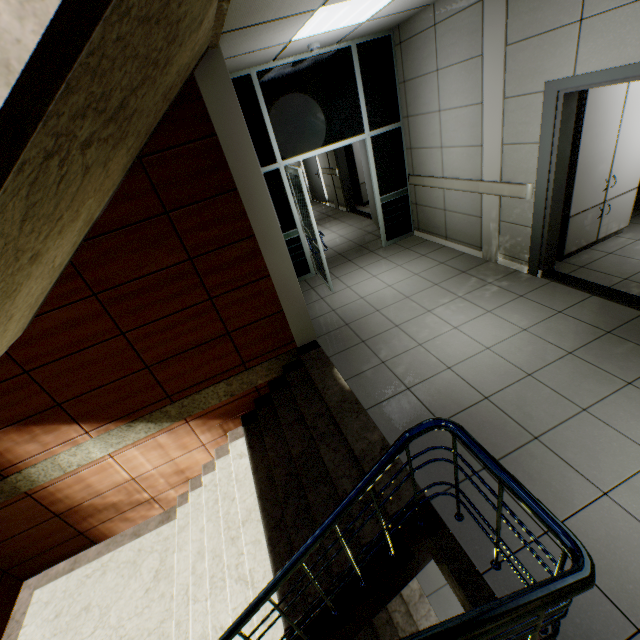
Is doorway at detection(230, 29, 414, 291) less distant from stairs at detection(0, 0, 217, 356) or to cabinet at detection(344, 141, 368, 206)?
stairs at detection(0, 0, 217, 356)

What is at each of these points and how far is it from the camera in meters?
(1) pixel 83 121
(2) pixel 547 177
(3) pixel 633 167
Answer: (1) stairs, 1.1 m
(2) door, 3.6 m
(3) cabinet, 4.1 m

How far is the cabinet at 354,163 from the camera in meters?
8.6

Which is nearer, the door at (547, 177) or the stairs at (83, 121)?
the stairs at (83, 121)

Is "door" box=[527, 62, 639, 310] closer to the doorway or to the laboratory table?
the laboratory table

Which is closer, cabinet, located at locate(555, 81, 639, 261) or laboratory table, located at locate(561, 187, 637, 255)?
cabinet, located at locate(555, 81, 639, 261)

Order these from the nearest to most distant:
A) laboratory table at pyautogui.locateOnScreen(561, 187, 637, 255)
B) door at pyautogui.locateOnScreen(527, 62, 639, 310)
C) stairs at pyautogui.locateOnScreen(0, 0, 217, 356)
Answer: stairs at pyautogui.locateOnScreen(0, 0, 217, 356), door at pyautogui.locateOnScreen(527, 62, 639, 310), laboratory table at pyautogui.locateOnScreen(561, 187, 637, 255)

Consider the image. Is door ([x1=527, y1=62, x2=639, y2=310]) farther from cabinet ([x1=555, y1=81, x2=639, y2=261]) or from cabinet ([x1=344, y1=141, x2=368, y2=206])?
cabinet ([x1=344, y1=141, x2=368, y2=206])
